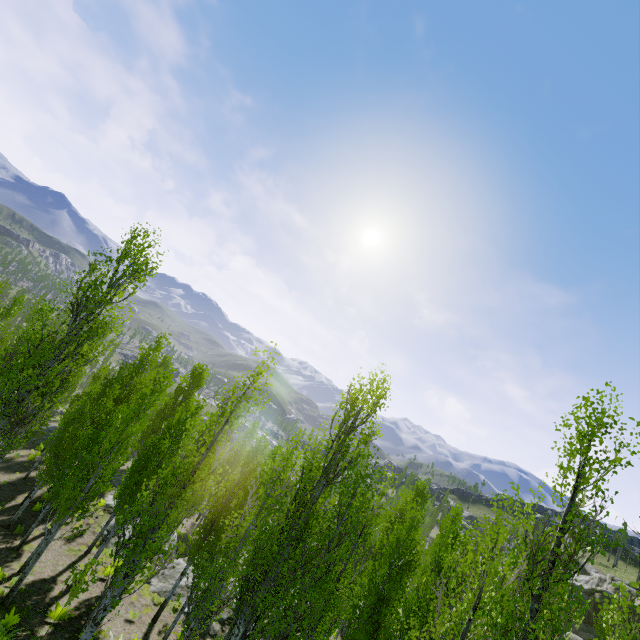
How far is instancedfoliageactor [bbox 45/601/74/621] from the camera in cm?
1262

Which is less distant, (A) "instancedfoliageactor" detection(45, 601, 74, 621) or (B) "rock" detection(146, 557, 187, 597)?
(A) "instancedfoliageactor" detection(45, 601, 74, 621)

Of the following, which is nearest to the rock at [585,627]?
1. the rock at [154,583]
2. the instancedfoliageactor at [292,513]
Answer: the instancedfoliageactor at [292,513]

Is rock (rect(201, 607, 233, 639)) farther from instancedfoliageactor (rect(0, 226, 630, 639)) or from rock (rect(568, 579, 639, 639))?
rock (rect(568, 579, 639, 639))

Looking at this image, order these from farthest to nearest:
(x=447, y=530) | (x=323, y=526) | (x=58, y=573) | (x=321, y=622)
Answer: (x=323, y=526)
(x=447, y=530)
(x=321, y=622)
(x=58, y=573)

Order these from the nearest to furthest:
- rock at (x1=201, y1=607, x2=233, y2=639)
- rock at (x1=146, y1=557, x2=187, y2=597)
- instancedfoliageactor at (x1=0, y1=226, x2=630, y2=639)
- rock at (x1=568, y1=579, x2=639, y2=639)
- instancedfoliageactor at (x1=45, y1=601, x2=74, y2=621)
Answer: instancedfoliageactor at (x1=0, y1=226, x2=630, y2=639)
instancedfoliageactor at (x1=45, y1=601, x2=74, y2=621)
rock at (x1=201, y1=607, x2=233, y2=639)
rock at (x1=146, y1=557, x2=187, y2=597)
rock at (x1=568, y1=579, x2=639, y2=639)

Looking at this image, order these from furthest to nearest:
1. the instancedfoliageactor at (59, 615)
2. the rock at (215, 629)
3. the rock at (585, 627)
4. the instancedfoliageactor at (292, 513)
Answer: the rock at (585, 627)
the rock at (215, 629)
the instancedfoliageactor at (59, 615)
the instancedfoliageactor at (292, 513)
